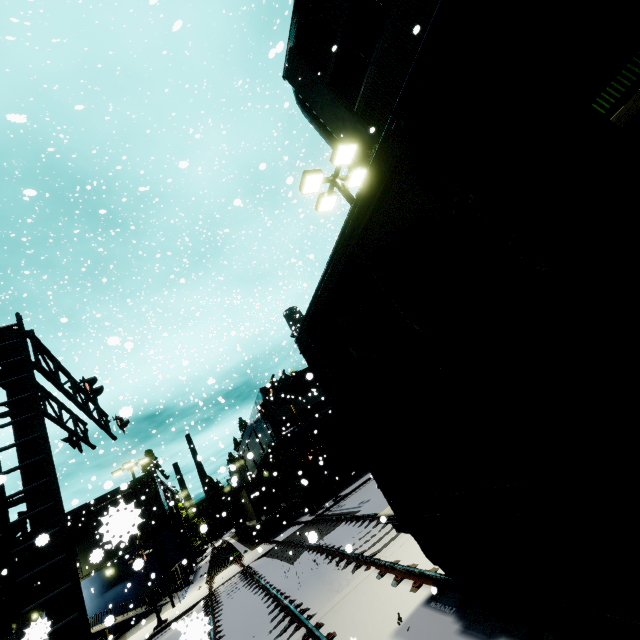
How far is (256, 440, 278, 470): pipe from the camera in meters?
27.3

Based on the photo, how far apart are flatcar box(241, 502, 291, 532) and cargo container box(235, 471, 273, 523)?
0.00m

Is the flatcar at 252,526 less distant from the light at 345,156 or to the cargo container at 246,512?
the cargo container at 246,512

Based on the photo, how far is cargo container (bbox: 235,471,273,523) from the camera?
24.9 meters

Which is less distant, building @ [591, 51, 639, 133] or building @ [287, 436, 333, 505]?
building @ [591, 51, 639, 133]

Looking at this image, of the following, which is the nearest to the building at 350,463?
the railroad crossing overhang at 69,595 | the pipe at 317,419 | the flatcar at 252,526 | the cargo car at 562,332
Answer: the pipe at 317,419

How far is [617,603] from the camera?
3.5m

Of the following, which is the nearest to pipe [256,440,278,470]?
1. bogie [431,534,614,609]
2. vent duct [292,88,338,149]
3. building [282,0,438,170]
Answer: building [282,0,438,170]
